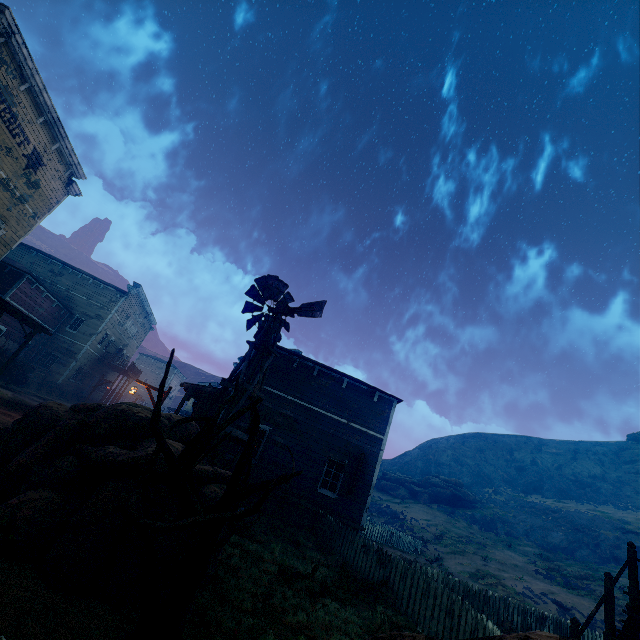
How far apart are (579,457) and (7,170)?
82.3 meters

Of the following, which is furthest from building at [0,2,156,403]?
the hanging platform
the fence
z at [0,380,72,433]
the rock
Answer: the rock

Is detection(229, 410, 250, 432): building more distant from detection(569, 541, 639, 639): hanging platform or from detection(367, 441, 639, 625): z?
detection(569, 541, 639, 639): hanging platform

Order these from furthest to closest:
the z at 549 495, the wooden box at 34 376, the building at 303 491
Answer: the wooden box at 34 376, the z at 549 495, the building at 303 491

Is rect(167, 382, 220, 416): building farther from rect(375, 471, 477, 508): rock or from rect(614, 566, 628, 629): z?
rect(375, 471, 477, 508): rock

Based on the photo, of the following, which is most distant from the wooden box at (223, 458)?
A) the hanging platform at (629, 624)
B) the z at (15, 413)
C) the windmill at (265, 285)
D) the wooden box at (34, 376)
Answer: the wooden box at (34, 376)

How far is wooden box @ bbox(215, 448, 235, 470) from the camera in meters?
12.3

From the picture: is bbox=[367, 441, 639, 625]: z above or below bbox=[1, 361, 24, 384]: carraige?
below
